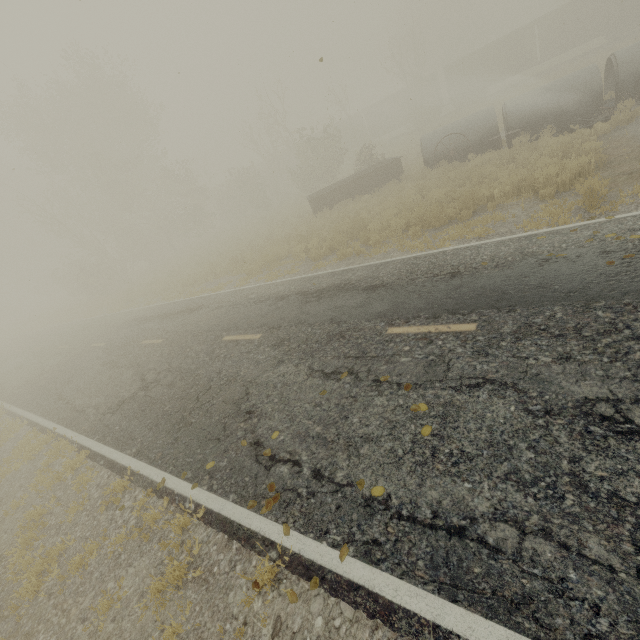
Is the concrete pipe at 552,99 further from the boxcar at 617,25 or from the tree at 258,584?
the boxcar at 617,25

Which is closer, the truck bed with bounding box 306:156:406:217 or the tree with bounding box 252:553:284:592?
the tree with bounding box 252:553:284:592

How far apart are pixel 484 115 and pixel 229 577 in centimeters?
1986cm

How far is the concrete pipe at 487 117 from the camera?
15.5 meters

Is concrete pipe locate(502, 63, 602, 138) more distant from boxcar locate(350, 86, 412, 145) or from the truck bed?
boxcar locate(350, 86, 412, 145)

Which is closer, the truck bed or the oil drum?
the oil drum

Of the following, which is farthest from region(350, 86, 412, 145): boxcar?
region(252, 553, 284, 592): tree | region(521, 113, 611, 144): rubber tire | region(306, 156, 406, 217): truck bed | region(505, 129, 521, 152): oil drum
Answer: region(252, 553, 284, 592): tree

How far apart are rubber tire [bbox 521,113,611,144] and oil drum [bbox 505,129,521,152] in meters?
0.4 m
